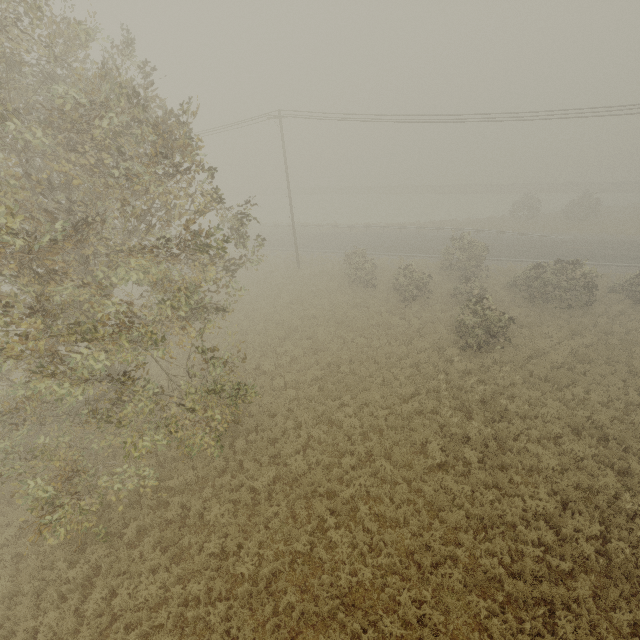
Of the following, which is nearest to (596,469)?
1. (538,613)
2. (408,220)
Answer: (538,613)
